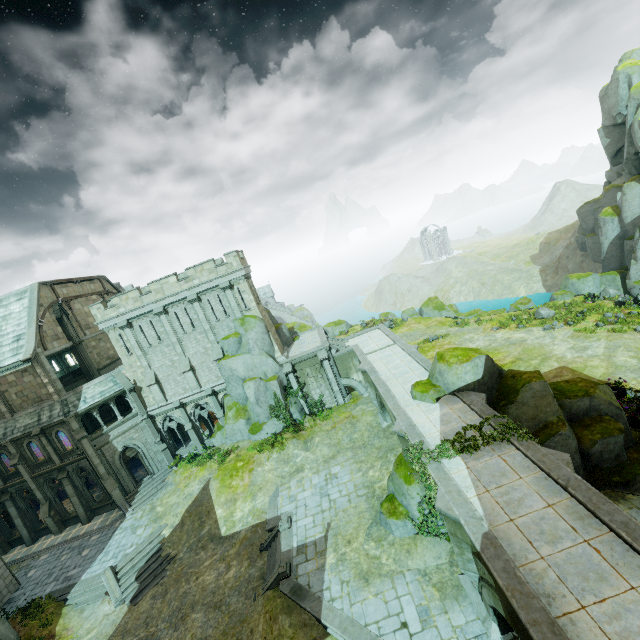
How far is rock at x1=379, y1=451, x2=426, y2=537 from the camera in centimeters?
1543cm

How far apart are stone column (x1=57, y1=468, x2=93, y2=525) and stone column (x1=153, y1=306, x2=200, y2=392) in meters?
11.1 m

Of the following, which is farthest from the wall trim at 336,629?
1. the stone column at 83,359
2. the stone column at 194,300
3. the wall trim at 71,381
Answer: the wall trim at 71,381

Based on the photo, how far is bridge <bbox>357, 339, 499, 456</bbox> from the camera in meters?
15.3 m

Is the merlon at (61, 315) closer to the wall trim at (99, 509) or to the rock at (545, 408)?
the wall trim at (99, 509)

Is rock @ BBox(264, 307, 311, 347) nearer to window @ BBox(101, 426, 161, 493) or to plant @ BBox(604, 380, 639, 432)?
window @ BBox(101, 426, 161, 493)

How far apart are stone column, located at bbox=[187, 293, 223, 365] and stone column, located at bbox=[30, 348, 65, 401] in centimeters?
1211cm

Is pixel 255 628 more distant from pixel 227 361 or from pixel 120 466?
pixel 120 466
